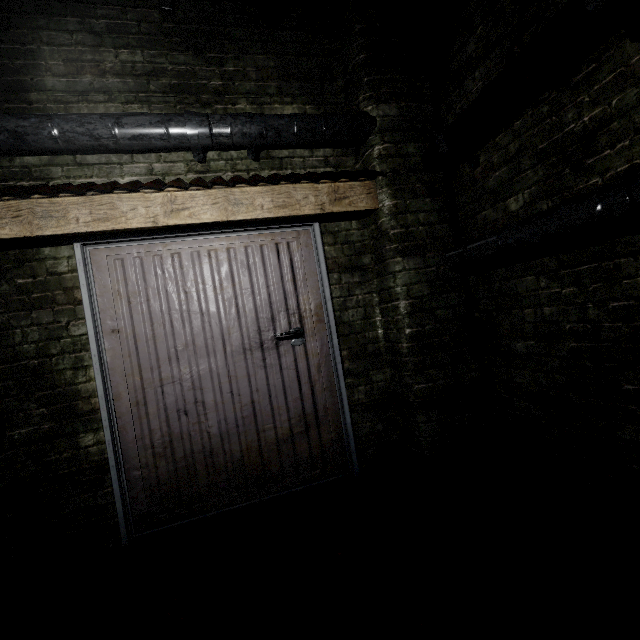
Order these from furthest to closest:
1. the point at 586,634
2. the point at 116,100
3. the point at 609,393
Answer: the point at 116,100, the point at 609,393, the point at 586,634

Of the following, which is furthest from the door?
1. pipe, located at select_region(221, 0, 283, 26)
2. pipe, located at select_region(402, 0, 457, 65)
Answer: pipe, located at select_region(402, 0, 457, 65)

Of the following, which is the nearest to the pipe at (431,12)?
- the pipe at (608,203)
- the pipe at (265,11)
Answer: the pipe at (265,11)

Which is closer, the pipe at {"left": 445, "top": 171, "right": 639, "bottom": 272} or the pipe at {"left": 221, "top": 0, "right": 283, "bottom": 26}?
the pipe at {"left": 445, "top": 171, "right": 639, "bottom": 272}

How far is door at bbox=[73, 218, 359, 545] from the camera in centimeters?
211cm

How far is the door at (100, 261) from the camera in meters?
2.1 m

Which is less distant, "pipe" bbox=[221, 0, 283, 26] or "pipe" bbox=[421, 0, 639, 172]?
"pipe" bbox=[421, 0, 639, 172]
